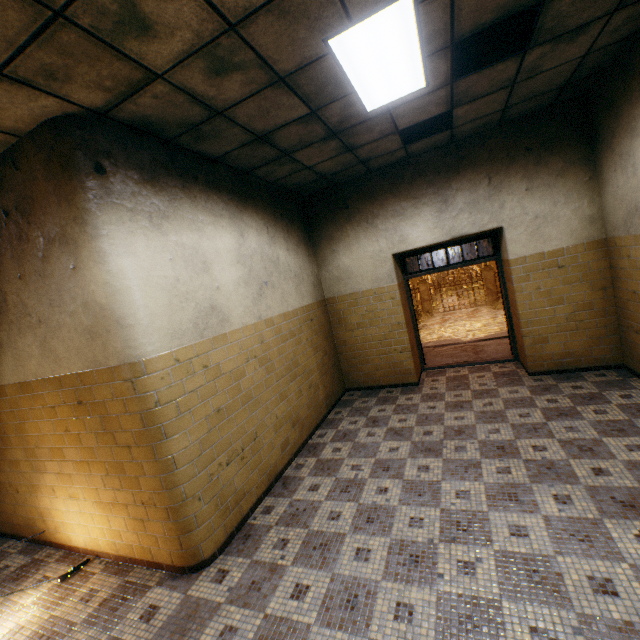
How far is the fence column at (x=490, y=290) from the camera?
20.3 meters

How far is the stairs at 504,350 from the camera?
6.9m

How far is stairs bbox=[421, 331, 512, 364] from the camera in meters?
6.9 m

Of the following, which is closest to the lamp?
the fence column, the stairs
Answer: the stairs

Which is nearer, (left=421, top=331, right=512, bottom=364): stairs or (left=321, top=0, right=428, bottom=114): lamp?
(left=321, top=0, right=428, bottom=114): lamp

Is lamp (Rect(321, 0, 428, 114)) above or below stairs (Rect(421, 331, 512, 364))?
above

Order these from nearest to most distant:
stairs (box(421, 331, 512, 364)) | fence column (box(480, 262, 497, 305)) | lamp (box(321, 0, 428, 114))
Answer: lamp (box(321, 0, 428, 114)) → stairs (box(421, 331, 512, 364)) → fence column (box(480, 262, 497, 305))

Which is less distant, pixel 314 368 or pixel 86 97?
pixel 86 97
